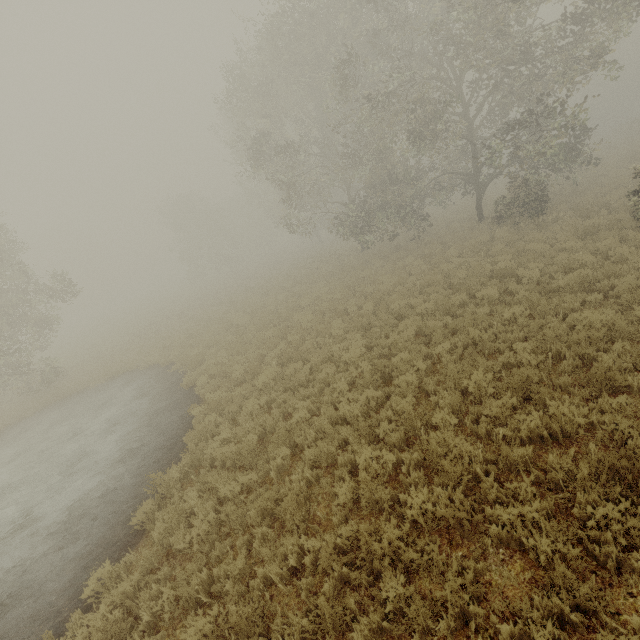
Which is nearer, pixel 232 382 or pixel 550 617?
pixel 550 617
